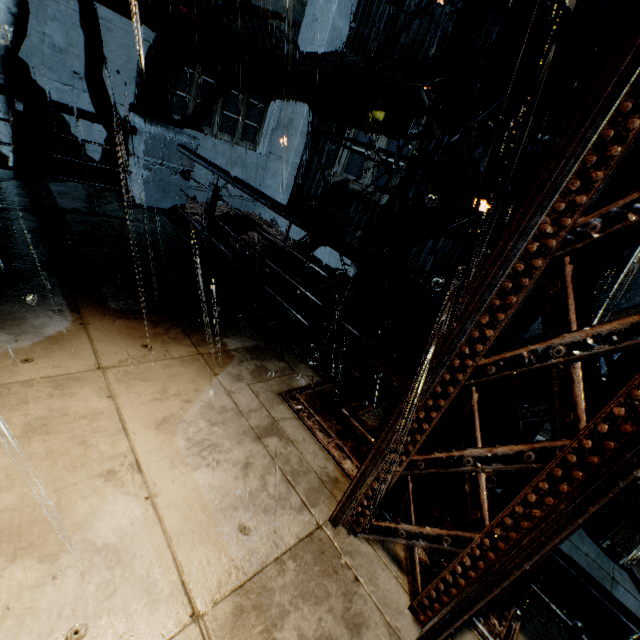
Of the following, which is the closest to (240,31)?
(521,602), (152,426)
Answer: (152,426)

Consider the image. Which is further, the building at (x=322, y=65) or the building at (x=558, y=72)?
the building at (x=322, y=65)

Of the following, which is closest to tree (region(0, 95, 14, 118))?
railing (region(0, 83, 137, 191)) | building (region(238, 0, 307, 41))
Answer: building (region(238, 0, 307, 41))

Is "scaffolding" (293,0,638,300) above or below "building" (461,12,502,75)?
below

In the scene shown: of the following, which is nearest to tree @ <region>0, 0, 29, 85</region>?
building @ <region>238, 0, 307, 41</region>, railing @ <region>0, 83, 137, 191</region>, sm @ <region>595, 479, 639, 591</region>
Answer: building @ <region>238, 0, 307, 41</region>

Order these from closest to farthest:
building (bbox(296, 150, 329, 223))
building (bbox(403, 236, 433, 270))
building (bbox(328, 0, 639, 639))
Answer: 1. building (bbox(328, 0, 639, 639))
2. building (bbox(403, 236, 433, 270))
3. building (bbox(296, 150, 329, 223))

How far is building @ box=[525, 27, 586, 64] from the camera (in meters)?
7.78
